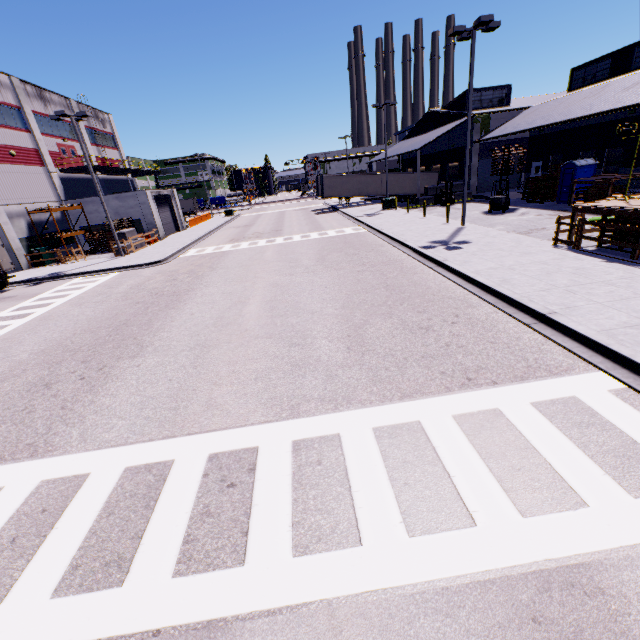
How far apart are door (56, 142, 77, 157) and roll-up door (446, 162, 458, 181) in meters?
37.8 m

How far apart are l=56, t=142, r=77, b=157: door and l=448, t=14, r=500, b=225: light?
35.7 meters

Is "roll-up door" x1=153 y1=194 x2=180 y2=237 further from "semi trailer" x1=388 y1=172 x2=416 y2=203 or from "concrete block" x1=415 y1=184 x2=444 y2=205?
"concrete block" x1=415 y1=184 x2=444 y2=205

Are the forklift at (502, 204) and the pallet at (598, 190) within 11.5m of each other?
yes

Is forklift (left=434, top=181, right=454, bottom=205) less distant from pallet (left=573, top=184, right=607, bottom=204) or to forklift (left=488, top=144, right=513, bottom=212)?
forklift (left=488, top=144, right=513, bottom=212)

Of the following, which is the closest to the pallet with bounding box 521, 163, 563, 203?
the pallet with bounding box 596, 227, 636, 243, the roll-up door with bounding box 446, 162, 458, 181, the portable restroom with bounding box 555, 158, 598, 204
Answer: the portable restroom with bounding box 555, 158, 598, 204

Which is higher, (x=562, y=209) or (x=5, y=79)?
(x=5, y=79)

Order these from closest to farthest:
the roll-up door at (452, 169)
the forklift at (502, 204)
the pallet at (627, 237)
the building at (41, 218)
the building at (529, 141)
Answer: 1. the pallet at (627, 237)
2. the building at (529, 141)
3. the forklift at (502, 204)
4. the building at (41, 218)
5. the roll-up door at (452, 169)
